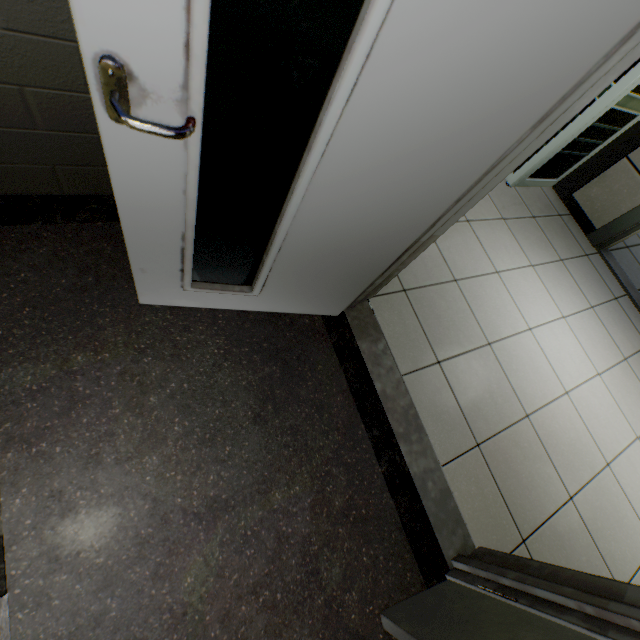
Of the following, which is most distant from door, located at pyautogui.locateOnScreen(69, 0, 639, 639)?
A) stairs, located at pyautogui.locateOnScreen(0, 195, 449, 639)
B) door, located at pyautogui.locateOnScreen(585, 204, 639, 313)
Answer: door, located at pyautogui.locateOnScreen(585, 204, 639, 313)

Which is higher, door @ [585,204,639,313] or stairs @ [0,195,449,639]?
door @ [585,204,639,313]

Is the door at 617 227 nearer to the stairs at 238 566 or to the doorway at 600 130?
the doorway at 600 130

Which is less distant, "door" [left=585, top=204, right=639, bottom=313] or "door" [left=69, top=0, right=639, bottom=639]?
"door" [left=69, top=0, right=639, bottom=639]

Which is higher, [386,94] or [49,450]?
[386,94]

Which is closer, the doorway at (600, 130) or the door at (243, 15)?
the door at (243, 15)

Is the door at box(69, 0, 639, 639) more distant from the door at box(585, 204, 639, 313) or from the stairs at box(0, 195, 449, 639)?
the door at box(585, 204, 639, 313)
